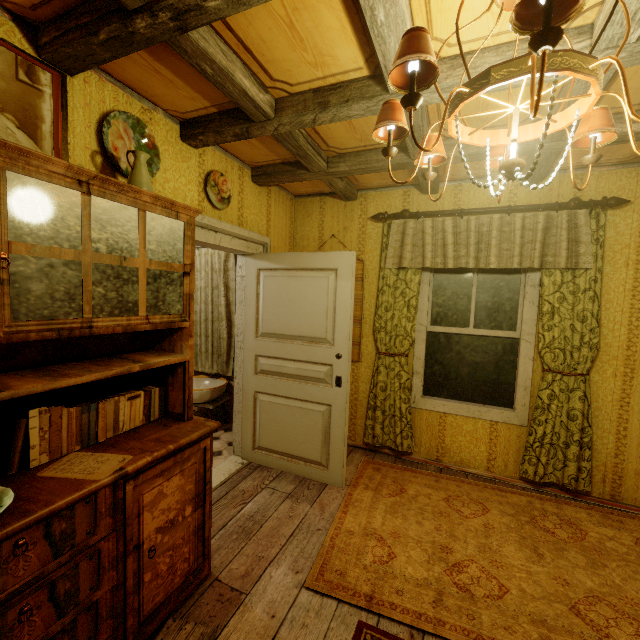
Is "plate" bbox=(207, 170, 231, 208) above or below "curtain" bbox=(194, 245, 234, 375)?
above

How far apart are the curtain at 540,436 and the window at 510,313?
0.22m

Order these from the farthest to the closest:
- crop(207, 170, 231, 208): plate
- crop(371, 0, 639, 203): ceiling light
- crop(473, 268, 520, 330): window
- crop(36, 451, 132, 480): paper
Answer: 1. crop(473, 268, 520, 330): window
2. crop(207, 170, 231, 208): plate
3. crop(36, 451, 132, 480): paper
4. crop(371, 0, 639, 203): ceiling light

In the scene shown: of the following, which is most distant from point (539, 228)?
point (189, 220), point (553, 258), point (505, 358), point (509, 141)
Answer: point (189, 220)

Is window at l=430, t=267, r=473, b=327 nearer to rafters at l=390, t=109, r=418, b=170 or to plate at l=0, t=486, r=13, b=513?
rafters at l=390, t=109, r=418, b=170

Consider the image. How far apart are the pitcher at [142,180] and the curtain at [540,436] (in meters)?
2.20

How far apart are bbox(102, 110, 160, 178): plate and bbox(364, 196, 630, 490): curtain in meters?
2.1

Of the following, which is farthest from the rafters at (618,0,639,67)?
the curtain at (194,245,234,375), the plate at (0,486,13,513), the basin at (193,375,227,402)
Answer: the basin at (193,375,227,402)
